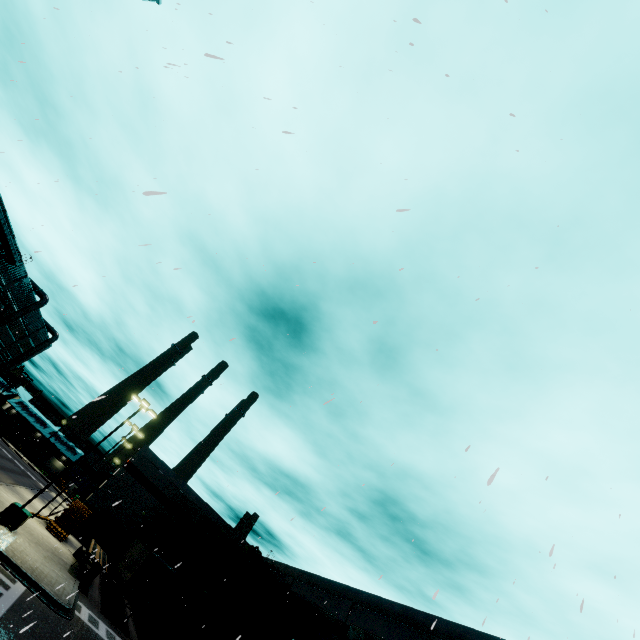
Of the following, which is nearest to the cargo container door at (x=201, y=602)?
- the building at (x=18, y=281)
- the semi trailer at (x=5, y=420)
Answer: the semi trailer at (x=5, y=420)

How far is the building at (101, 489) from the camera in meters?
37.1

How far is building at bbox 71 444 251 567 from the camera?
37.1 meters

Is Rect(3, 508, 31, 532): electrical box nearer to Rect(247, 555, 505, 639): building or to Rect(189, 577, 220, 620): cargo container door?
Rect(189, 577, 220, 620): cargo container door

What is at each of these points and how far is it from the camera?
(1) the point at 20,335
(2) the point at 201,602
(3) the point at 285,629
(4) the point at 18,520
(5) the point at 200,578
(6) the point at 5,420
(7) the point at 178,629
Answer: (1) building, 50.6m
(2) cargo container door, 22.8m
(3) building, 30.3m
(4) electrical box, 19.7m
(5) cargo container, 25.8m
(6) semi trailer, 50.8m
(7) cargo container door, 22.4m

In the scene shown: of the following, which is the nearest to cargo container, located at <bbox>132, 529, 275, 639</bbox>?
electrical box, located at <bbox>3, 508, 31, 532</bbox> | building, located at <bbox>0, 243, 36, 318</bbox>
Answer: building, located at <bbox>0, 243, 36, 318</bbox>

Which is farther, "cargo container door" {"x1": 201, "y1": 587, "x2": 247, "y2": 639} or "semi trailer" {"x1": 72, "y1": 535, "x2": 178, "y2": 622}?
"cargo container door" {"x1": 201, "y1": 587, "x2": 247, "y2": 639}

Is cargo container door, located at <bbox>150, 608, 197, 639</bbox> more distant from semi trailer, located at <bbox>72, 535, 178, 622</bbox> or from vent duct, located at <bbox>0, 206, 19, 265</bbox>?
vent duct, located at <bbox>0, 206, 19, 265</bbox>
